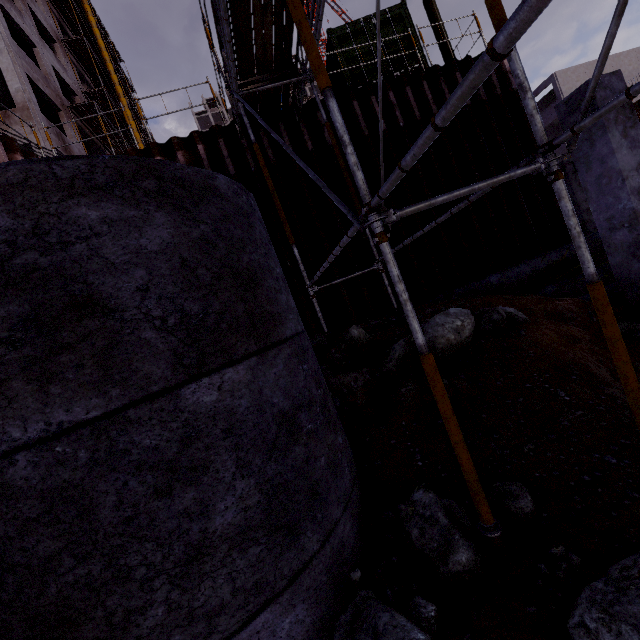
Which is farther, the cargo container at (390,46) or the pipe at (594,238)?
the cargo container at (390,46)

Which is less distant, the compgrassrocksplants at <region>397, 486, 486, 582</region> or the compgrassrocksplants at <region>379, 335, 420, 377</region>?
the compgrassrocksplants at <region>397, 486, 486, 582</region>

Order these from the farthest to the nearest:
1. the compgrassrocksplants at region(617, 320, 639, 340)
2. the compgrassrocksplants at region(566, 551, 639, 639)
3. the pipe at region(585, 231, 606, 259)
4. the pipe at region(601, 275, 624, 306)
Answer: the pipe at region(585, 231, 606, 259), the pipe at region(601, 275, 624, 306), the compgrassrocksplants at region(617, 320, 639, 340), the compgrassrocksplants at region(566, 551, 639, 639)

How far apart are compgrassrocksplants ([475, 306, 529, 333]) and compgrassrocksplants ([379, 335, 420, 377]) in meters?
0.4 m

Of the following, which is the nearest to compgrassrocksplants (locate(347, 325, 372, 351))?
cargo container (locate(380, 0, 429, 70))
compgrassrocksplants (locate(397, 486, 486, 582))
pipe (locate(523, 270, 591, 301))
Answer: compgrassrocksplants (locate(397, 486, 486, 582))

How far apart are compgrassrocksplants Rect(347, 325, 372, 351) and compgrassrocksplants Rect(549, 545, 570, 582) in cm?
360

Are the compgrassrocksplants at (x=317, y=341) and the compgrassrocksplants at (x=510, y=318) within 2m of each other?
no

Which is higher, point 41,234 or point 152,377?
point 41,234
